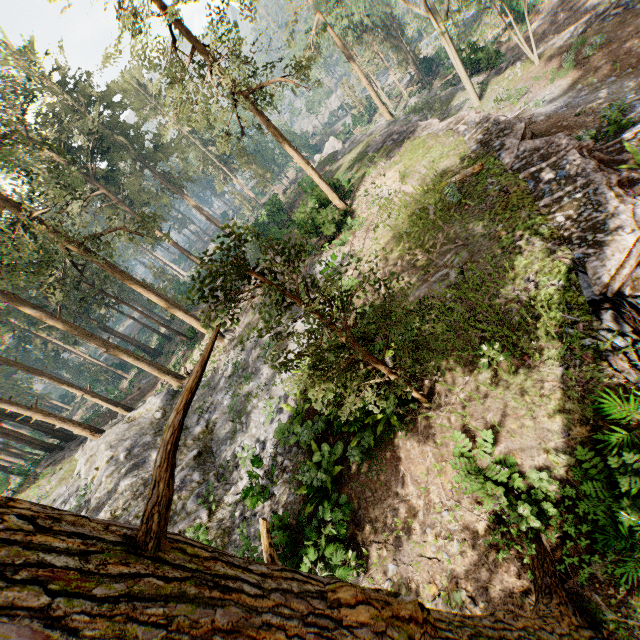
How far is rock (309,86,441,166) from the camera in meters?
31.5 m

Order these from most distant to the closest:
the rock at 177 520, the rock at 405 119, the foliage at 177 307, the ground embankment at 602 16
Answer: the rock at 405 119 < the ground embankment at 602 16 < the rock at 177 520 < the foliage at 177 307

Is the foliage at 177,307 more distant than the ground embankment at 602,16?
No

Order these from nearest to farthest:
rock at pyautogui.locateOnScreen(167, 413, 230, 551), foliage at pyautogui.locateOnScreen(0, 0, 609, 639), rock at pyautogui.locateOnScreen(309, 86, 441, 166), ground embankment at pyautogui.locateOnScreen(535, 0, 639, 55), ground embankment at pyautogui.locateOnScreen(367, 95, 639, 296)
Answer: foliage at pyautogui.locateOnScreen(0, 0, 609, 639), ground embankment at pyautogui.locateOnScreen(367, 95, 639, 296), rock at pyautogui.locateOnScreen(167, 413, 230, 551), ground embankment at pyautogui.locateOnScreen(535, 0, 639, 55), rock at pyautogui.locateOnScreen(309, 86, 441, 166)

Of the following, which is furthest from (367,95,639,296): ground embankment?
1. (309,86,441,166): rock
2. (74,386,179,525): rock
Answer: (74,386,179,525): rock

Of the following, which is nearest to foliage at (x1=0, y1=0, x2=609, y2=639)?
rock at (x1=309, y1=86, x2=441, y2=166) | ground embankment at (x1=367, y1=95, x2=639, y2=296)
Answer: rock at (x1=309, y1=86, x2=441, y2=166)

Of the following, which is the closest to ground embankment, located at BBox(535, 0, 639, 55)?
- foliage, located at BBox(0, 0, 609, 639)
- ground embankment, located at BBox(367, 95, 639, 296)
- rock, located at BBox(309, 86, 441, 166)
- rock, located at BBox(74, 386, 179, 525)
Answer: foliage, located at BBox(0, 0, 609, 639)

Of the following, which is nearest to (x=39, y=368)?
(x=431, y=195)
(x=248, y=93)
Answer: (x=248, y=93)
